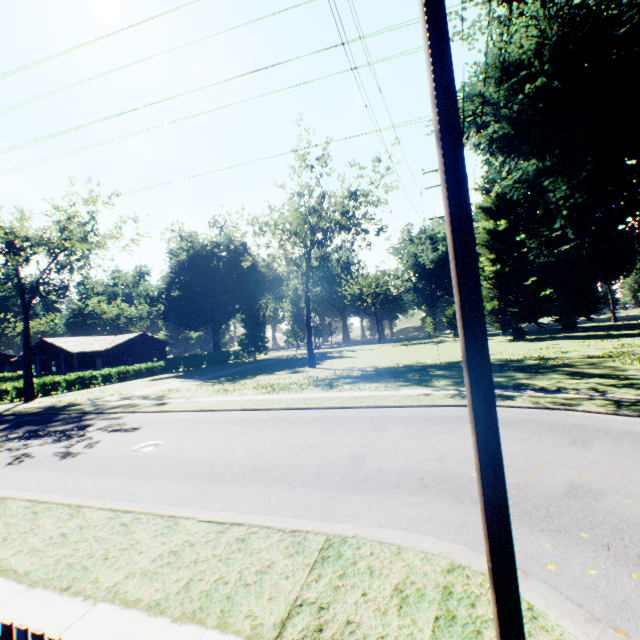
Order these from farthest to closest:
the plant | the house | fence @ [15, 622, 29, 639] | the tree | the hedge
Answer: the plant < the house < the hedge < the tree < fence @ [15, 622, 29, 639]

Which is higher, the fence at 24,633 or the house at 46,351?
the house at 46,351

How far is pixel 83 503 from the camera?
7.3 meters

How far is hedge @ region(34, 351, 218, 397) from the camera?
33.8m

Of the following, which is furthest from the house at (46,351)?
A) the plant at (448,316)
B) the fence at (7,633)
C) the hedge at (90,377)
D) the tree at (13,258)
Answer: the plant at (448,316)

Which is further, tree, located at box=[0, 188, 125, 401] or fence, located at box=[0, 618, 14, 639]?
tree, located at box=[0, 188, 125, 401]

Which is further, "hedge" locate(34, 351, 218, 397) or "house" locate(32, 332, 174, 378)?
"house" locate(32, 332, 174, 378)

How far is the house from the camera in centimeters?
4291cm
